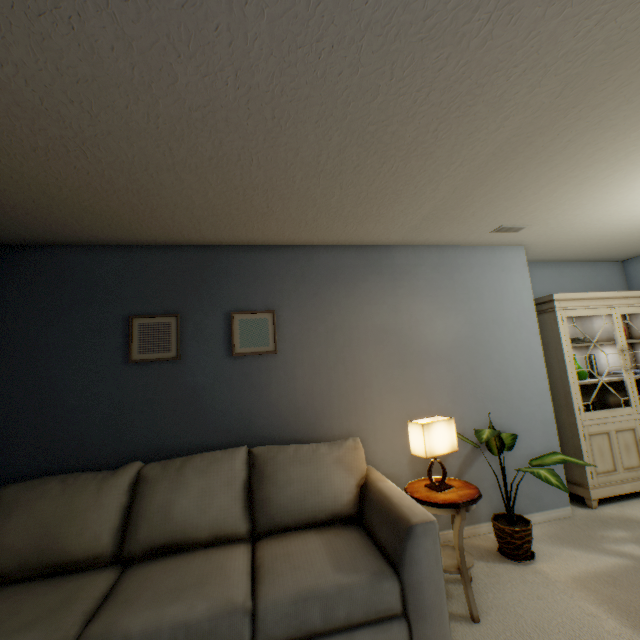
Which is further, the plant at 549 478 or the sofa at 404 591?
the plant at 549 478

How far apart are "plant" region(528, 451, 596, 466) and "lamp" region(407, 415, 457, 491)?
0.47m

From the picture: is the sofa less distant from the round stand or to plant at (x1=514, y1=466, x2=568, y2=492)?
the round stand

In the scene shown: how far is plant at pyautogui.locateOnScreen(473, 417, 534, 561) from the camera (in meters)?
2.23

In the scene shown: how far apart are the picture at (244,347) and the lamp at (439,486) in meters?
1.1

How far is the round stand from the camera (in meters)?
1.83

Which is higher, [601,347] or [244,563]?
[601,347]

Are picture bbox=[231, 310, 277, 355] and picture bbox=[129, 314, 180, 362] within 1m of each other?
Result: yes
